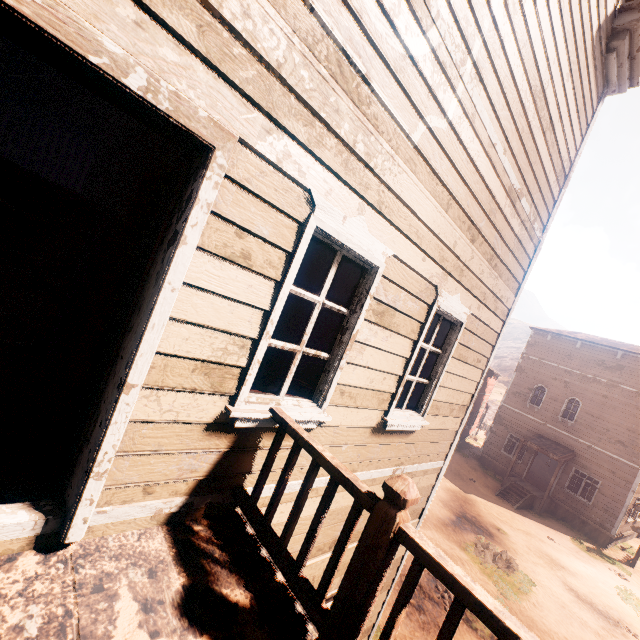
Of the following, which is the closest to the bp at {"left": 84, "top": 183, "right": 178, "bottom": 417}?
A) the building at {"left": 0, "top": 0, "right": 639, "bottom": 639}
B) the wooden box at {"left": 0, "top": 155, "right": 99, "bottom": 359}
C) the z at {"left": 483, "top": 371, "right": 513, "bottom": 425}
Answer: the building at {"left": 0, "top": 0, "right": 639, "bottom": 639}

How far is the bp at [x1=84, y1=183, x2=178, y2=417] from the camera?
2.77m

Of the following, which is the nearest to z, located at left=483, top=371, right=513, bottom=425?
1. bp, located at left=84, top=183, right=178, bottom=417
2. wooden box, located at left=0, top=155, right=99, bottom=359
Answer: bp, located at left=84, top=183, right=178, bottom=417

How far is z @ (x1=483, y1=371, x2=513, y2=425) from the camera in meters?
40.4

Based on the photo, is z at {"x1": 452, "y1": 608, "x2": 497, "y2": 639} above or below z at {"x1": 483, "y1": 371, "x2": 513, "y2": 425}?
below

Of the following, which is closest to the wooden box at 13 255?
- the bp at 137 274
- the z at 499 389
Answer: the bp at 137 274

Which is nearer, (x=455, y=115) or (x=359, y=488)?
(x=359, y=488)

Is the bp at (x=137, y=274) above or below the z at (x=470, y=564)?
above
